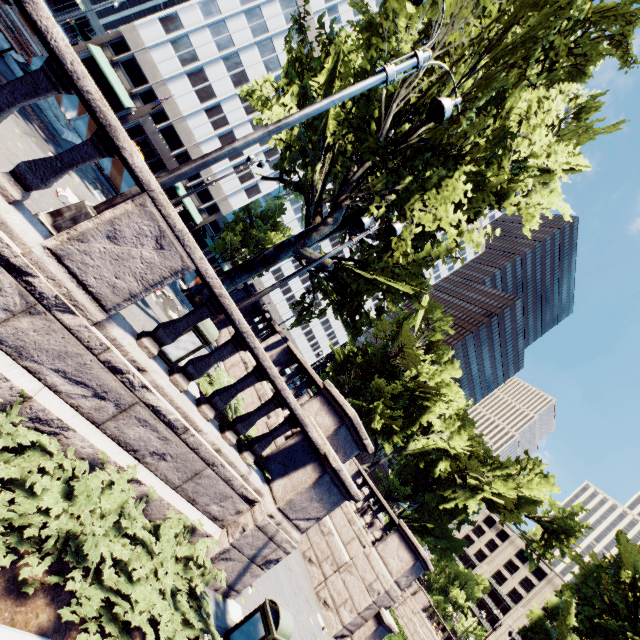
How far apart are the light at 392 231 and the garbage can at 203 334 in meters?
3.3 m

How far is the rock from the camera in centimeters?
909cm

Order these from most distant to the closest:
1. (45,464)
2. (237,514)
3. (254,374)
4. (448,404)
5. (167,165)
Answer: (167,165)
(448,404)
(237,514)
(254,374)
(45,464)

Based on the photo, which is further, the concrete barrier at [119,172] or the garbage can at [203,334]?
the concrete barrier at [119,172]

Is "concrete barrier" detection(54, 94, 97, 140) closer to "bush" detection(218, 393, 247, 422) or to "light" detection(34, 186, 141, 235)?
"bush" detection(218, 393, 247, 422)

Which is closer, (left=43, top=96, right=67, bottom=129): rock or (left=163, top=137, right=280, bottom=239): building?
(left=43, top=96, right=67, bottom=129): rock

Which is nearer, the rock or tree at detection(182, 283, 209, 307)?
the rock

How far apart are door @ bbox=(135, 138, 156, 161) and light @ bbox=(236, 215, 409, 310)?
47.4 meters
